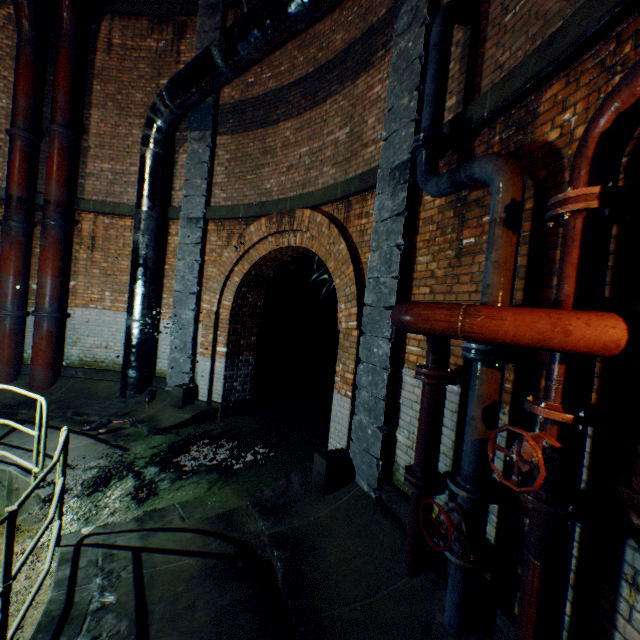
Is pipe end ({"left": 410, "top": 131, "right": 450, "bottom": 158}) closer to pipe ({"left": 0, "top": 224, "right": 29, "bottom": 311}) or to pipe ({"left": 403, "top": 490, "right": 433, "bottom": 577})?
pipe ({"left": 403, "top": 490, "right": 433, "bottom": 577})

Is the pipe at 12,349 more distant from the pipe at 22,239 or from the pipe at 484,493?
the pipe at 484,493

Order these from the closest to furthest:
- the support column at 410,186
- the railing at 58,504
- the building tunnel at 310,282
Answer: the railing at 58,504 < the support column at 410,186 < the building tunnel at 310,282

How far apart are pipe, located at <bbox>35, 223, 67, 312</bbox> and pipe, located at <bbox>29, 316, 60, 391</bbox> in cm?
12

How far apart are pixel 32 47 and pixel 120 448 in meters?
9.2

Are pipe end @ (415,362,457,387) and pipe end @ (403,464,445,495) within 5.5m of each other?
yes

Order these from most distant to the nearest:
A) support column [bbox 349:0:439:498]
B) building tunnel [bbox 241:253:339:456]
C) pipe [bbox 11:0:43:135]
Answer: building tunnel [bbox 241:253:339:456], pipe [bbox 11:0:43:135], support column [bbox 349:0:439:498]

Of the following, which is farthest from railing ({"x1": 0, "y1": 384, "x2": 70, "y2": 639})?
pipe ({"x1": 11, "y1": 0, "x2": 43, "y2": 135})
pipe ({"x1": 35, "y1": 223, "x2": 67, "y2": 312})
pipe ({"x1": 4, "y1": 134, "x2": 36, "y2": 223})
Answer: pipe ({"x1": 11, "y1": 0, "x2": 43, "y2": 135})
